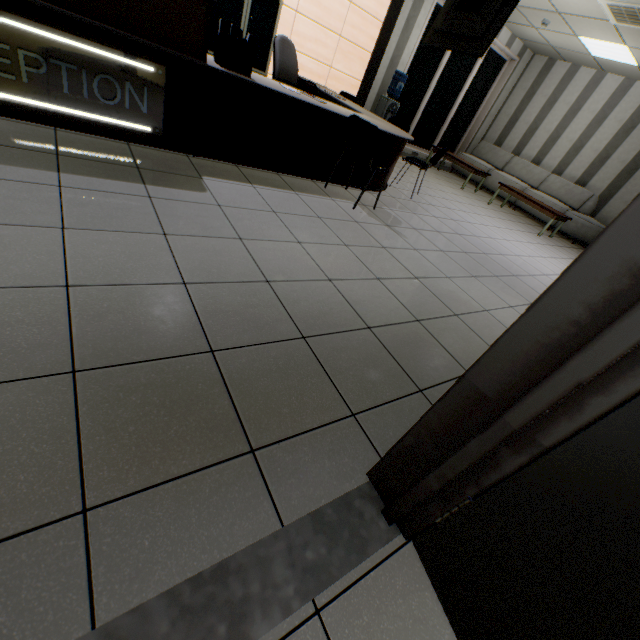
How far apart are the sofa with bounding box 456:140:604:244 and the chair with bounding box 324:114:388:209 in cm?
655

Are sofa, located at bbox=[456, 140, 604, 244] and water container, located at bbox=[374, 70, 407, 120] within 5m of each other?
Answer: yes

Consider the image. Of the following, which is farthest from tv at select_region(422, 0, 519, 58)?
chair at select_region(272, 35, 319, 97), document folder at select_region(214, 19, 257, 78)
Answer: document folder at select_region(214, 19, 257, 78)

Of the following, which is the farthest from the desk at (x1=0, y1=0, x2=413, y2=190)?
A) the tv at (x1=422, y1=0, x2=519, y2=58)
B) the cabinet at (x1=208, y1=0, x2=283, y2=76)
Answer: the tv at (x1=422, y1=0, x2=519, y2=58)

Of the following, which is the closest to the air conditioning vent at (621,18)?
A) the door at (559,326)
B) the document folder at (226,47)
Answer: the document folder at (226,47)

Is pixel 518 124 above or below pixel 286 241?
above

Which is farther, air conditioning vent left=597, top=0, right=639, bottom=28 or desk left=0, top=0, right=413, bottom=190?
air conditioning vent left=597, top=0, right=639, bottom=28

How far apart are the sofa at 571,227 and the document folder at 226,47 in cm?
813
